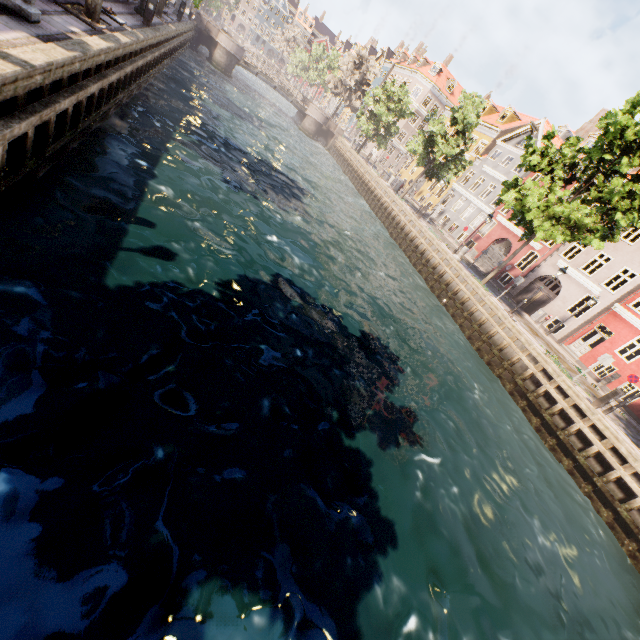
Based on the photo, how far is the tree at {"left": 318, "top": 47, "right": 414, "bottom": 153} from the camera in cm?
3675

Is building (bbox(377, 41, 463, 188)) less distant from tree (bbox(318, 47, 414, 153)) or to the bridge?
tree (bbox(318, 47, 414, 153))

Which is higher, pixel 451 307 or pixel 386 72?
pixel 386 72

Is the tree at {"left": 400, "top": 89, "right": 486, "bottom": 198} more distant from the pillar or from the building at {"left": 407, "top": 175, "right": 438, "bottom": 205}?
the building at {"left": 407, "top": 175, "right": 438, "bottom": 205}

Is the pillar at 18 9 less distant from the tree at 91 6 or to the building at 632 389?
the tree at 91 6

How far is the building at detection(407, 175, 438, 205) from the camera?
40.89m

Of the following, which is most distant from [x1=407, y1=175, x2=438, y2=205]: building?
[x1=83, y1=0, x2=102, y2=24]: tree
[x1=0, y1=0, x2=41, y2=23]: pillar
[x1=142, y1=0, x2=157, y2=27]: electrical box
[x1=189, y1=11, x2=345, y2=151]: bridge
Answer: [x1=0, y1=0, x2=41, y2=23]: pillar

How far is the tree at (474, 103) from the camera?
26.23m
